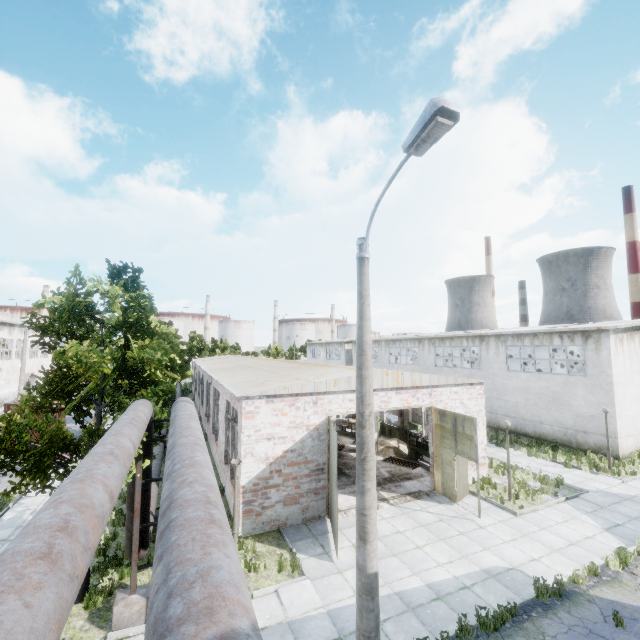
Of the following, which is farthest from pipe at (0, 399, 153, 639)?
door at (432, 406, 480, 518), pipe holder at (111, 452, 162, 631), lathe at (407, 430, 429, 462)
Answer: lathe at (407, 430, 429, 462)

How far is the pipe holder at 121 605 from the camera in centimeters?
766cm

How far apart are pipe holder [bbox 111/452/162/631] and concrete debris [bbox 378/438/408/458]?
13.18m

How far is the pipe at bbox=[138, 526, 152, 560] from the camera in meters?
8.5 m

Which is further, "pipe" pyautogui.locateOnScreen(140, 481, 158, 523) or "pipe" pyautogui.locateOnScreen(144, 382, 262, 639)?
"pipe" pyautogui.locateOnScreen(140, 481, 158, 523)

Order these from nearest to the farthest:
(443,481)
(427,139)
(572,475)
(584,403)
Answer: (427,139), (443,481), (572,475), (584,403)

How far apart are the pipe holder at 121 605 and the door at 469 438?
10.39m

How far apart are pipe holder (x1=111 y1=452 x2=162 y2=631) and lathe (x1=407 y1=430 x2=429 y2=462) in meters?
13.1 m
